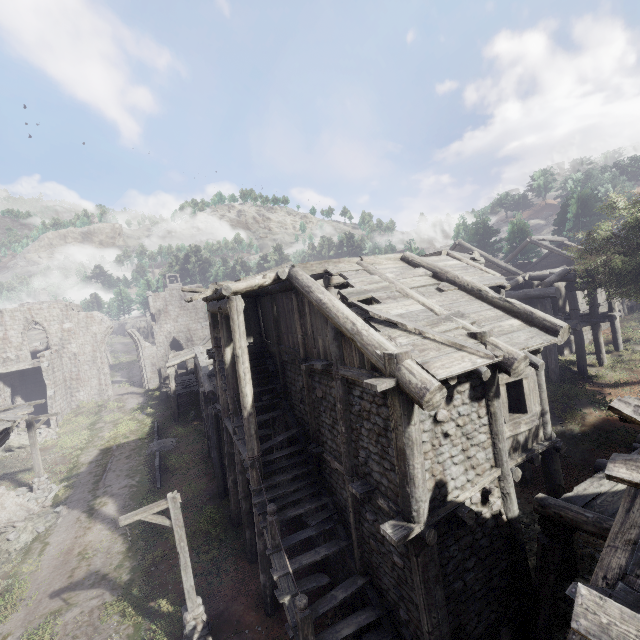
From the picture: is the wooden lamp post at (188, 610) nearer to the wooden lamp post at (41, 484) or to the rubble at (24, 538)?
the rubble at (24, 538)

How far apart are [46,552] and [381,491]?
16.25m

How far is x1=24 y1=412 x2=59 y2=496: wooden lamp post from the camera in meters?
18.1

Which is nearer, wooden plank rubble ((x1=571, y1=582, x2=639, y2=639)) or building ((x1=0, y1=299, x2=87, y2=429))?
wooden plank rubble ((x1=571, y1=582, x2=639, y2=639))

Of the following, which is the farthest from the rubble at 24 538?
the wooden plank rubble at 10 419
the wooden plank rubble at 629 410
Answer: the wooden plank rubble at 629 410

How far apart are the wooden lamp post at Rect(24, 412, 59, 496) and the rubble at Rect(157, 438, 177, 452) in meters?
4.9 m

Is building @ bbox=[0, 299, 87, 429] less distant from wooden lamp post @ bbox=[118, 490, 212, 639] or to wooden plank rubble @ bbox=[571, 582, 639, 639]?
wooden plank rubble @ bbox=[571, 582, 639, 639]

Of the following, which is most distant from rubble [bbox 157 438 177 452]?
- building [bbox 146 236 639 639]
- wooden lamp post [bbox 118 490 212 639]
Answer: wooden lamp post [bbox 118 490 212 639]
